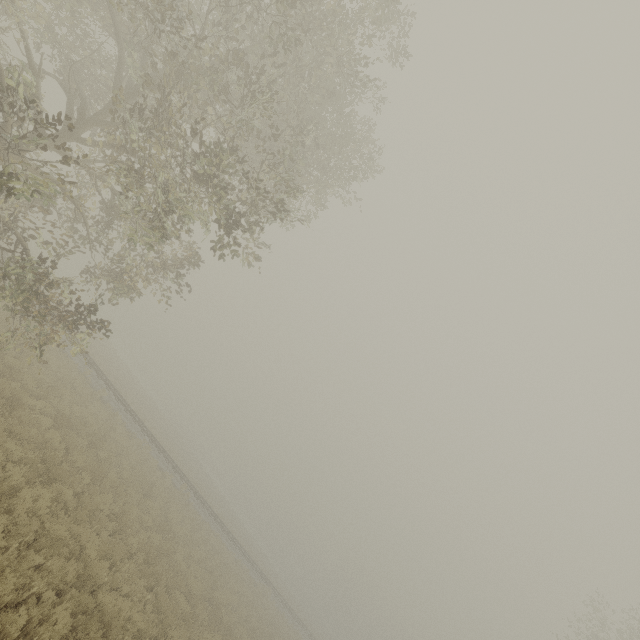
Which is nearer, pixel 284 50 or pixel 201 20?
pixel 284 50
